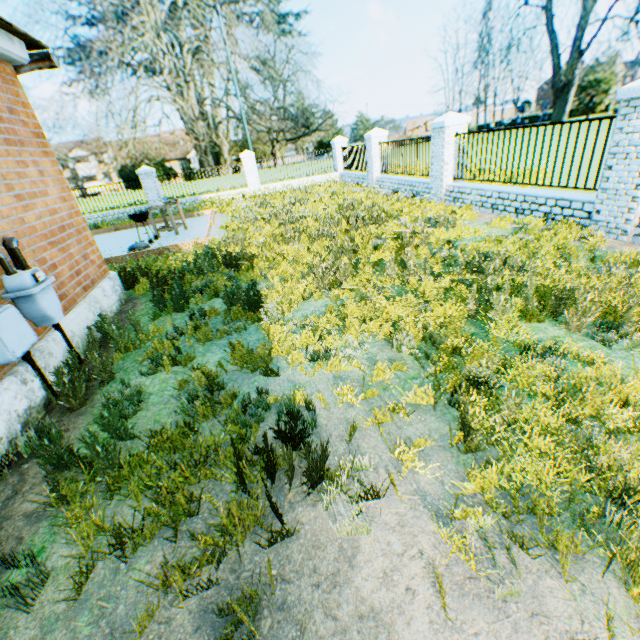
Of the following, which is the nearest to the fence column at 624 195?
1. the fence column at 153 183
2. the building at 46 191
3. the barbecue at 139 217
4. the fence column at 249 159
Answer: the building at 46 191

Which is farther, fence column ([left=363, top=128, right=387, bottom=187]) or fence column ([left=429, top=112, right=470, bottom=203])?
fence column ([left=363, top=128, right=387, bottom=187])

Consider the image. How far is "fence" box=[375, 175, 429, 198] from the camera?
11.4m

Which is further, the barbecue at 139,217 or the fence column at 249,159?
the fence column at 249,159

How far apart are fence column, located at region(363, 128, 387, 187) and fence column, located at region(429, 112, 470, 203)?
4.8m

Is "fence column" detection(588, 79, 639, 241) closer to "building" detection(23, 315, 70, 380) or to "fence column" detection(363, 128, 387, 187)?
"building" detection(23, 315, 70, 380)

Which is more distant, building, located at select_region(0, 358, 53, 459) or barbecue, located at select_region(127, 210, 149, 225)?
barbecue, located at select_region(127, 210, 149, 225)

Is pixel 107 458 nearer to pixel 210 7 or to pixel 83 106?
pixel 210 7
